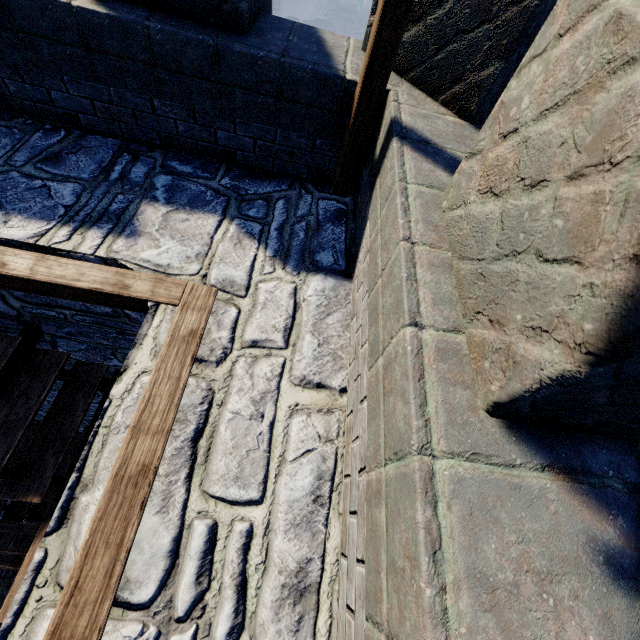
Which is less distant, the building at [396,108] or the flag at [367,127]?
the building at [396,108]

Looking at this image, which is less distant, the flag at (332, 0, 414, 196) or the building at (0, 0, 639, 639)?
the building at (0, 0, 639, 639)

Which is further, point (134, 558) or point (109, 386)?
point (109, 386)
